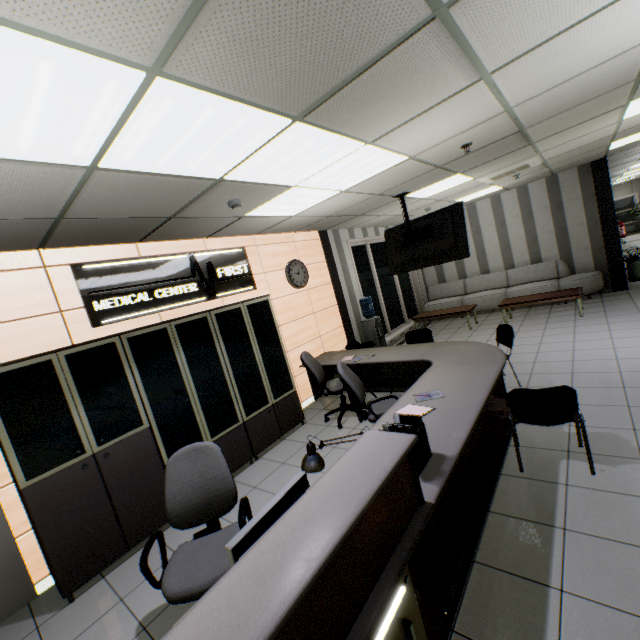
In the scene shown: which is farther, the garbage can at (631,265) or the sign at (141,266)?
the garbage can at (631,265)

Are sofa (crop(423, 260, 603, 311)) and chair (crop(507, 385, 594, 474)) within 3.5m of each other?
no

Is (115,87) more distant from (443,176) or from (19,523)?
(443,176)

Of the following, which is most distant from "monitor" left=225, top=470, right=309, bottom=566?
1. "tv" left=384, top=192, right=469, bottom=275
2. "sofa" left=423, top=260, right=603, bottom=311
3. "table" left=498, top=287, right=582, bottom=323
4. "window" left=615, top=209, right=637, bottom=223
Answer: "window" left=615, top=209, right=637, bottom=223

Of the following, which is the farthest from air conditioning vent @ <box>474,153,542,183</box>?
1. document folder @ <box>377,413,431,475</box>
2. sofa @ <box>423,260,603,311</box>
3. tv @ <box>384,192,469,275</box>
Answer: document folder @ <box>377,413,431,475</box>

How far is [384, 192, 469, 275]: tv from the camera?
4.9m

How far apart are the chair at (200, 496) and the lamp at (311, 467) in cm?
68

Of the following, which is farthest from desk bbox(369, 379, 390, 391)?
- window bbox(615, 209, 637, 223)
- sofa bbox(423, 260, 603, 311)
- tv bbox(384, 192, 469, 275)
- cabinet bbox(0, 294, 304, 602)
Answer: window bbox(615, 209, 637, 223)
